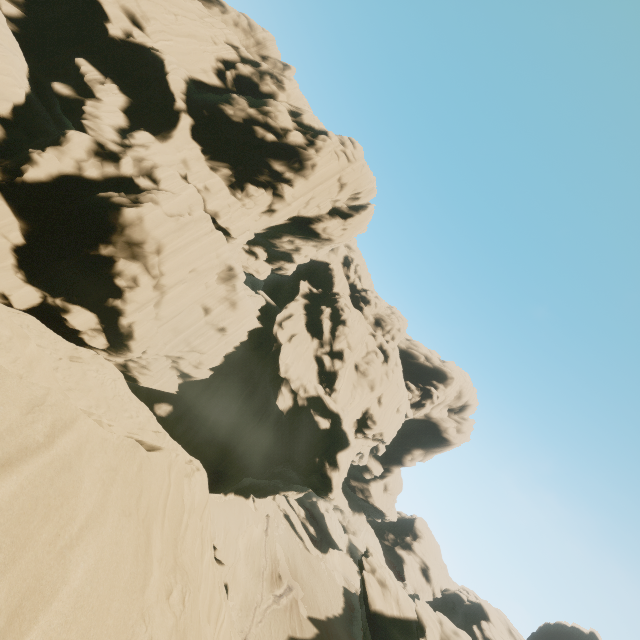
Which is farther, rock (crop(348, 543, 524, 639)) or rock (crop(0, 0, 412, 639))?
rock (crop(348, 543, 524, 639))

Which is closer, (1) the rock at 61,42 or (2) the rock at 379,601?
(1) the rock at 61,42

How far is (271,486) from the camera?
49.5m
